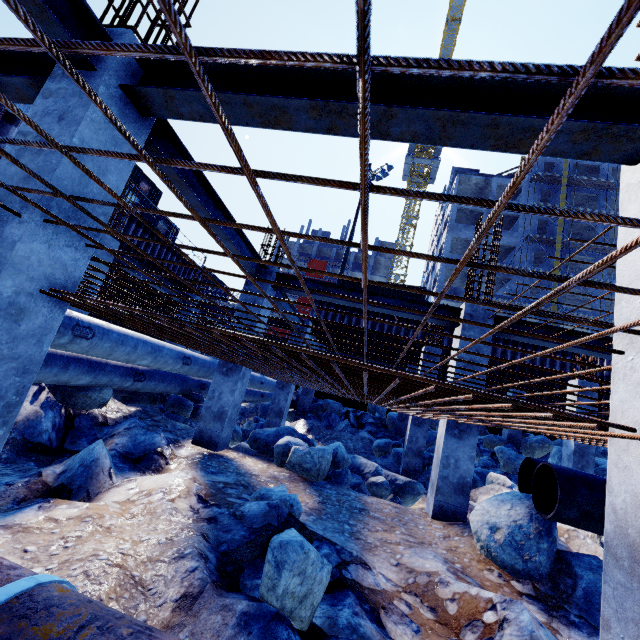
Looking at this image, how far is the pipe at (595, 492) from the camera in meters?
3.8

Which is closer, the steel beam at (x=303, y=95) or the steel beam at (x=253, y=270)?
the steel beam at (x=303, y=95)

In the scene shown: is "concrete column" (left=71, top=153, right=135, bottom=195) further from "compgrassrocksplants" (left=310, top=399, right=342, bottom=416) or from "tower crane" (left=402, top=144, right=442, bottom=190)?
"tower crane" (left=402, top=144, right=442, bottom=190)

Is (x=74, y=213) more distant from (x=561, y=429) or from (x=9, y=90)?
(x=561, y=429)

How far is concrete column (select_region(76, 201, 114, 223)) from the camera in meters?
2.9 m

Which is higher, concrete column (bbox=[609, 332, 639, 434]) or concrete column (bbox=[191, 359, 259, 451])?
concrete column (bbox=[609, 332, 639, 434])

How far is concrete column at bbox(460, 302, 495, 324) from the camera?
6.71m
